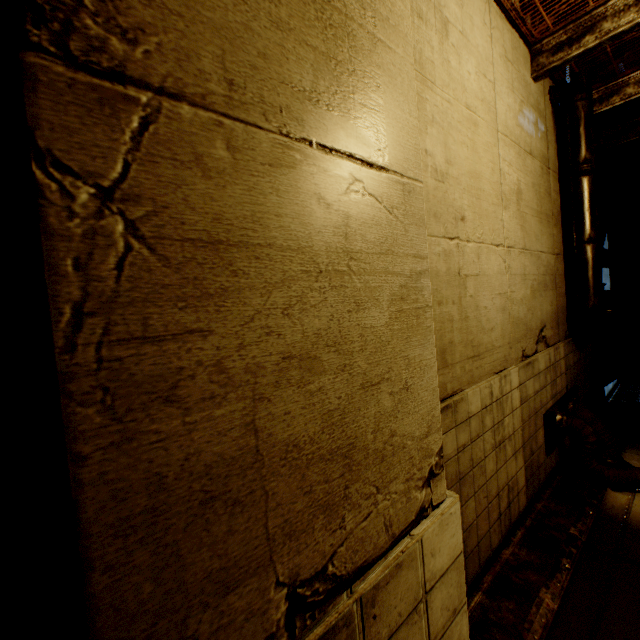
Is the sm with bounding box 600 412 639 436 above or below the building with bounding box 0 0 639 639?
below

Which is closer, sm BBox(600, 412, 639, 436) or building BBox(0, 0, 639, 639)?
building BBox(0, 0, 639, 639)

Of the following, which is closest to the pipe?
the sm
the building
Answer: the building

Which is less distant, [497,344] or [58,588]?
[58,588]

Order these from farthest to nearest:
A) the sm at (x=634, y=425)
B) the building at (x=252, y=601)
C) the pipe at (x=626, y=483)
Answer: the sm at (x=634, y=425), the pipe at (x=626, y=483), the building at (x=252, y=601)

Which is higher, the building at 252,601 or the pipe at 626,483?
the building at 252,601

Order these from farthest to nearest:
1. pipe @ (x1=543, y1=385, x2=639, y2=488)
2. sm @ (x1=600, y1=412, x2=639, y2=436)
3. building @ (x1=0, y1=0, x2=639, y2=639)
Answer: sm @ (x1=600, y1=412, x2=639, y2=436) → pipe @ (x1=543, y1=385, x2=639, y2=488) → building @ (x1=0, y1=0, x2=639, y2=639)

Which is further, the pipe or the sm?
the sm
